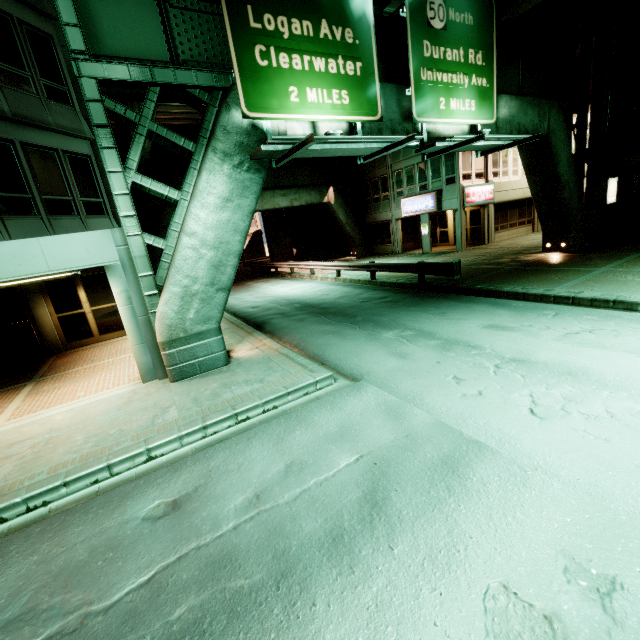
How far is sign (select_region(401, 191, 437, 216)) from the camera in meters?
24.1

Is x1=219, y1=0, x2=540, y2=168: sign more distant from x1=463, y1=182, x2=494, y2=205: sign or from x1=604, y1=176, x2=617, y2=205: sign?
x1=463, y1=182, x2=494, y2=205: sign

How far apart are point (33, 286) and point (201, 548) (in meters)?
13.08

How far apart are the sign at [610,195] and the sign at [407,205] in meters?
9.5

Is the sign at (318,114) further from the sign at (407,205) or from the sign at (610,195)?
the sign at (407,205)

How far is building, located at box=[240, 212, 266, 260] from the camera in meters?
57.6

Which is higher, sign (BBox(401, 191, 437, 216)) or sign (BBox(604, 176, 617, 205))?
sign (BBox(401, 191, 437, 216))

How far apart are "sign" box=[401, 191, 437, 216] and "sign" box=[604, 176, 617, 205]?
9.5m
